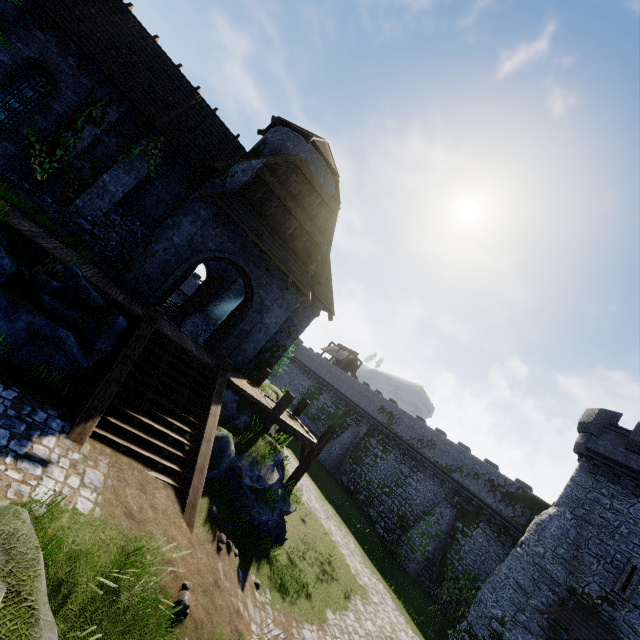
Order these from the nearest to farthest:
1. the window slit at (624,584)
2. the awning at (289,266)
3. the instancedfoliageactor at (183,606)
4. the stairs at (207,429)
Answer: the instancedfoliageactor at (183,606) < the stairs at (207,429) < the awning at (289,266) < the window slit at (624,584)

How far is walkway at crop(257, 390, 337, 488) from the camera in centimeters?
1314cm

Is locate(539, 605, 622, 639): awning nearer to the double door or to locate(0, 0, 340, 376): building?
locate(0, 0, 340, 376): building

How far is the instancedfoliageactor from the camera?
5.27m

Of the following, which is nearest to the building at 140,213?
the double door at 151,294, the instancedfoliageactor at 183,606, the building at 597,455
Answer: the double door at 151,294

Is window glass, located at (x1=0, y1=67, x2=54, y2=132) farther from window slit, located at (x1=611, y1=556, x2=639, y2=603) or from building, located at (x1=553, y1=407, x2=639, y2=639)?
window slit, located at (x1=611, y1=556, x2=639, y2=603)

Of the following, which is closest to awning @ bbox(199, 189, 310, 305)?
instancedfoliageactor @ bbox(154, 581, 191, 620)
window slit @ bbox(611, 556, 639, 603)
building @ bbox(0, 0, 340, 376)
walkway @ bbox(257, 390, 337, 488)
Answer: building @ bbox(0, 0, 340, 376)

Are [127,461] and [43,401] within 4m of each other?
yes
